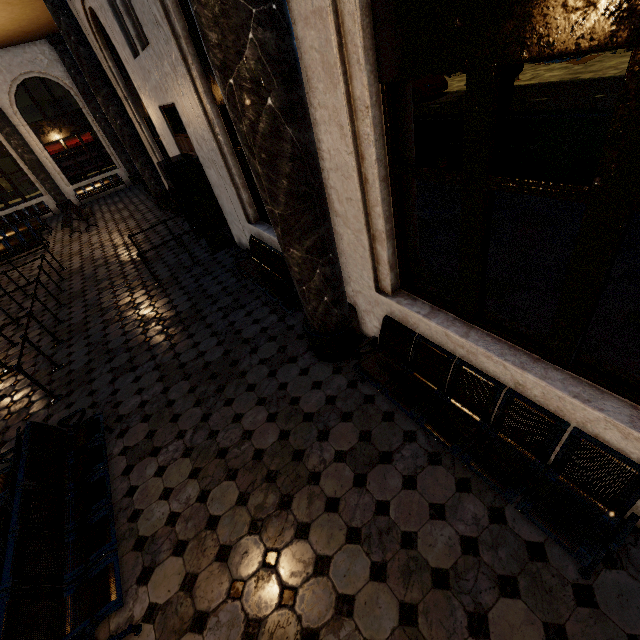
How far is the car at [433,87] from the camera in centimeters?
1650cm

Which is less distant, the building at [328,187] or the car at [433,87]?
→ the building at [328,187]

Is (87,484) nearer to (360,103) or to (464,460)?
(464,460)

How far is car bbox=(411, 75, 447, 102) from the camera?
16.5m

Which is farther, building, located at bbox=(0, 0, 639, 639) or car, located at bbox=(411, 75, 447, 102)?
car, located at bbox=(411, 75, 447, 102)
